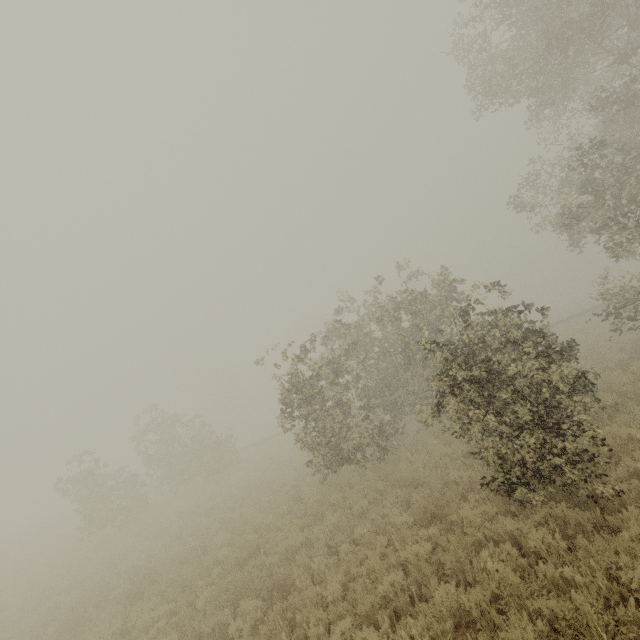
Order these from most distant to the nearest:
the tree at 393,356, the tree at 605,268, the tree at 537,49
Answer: the tree at 605,268 < the tree at 537,49 < the tree at 393,356

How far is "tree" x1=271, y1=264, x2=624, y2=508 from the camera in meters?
5.9

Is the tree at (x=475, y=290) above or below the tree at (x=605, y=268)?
above

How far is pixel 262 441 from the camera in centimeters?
3356cm

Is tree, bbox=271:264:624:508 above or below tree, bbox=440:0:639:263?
below

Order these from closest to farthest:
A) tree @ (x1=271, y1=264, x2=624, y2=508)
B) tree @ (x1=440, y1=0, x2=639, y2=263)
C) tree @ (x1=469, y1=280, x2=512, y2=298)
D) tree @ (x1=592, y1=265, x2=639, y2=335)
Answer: tree @ (x1=271, y1=264, x2=624, y2=508) < tree @ (x1=469, y1=280, x2=512, y2=298) < tree @ (x1=440, y1=0, x2=639, y2=263) < tree @ (x1=592, y1=265, x2=639, y2=335)
